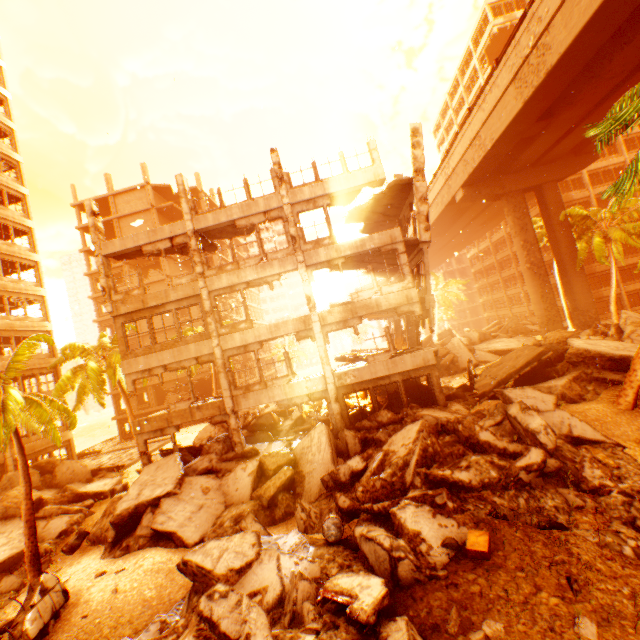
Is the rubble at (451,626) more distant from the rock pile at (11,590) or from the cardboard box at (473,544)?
the cardboard box at (473,544)

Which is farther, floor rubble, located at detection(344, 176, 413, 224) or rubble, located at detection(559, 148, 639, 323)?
floor rubble, located at detection(344, 176, 413, 224)

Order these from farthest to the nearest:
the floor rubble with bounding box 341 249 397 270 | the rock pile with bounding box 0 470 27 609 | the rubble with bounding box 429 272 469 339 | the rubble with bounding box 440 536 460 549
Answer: the rubble with bounding box 429 272 469 339, the floor rubble with bounding box 341 249 397 270, the rock pile with bounding box 0 470 27 609, the rubble with bounding box 440 536 460 549

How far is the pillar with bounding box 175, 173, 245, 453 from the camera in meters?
15.4 m

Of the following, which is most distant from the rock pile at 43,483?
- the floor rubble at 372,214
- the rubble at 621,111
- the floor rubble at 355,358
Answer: the floor rubble at 372,214

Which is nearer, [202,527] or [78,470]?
[202,527]

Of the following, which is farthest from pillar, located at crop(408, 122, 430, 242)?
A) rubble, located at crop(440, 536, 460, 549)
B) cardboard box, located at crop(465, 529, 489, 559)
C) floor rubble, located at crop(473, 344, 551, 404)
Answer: rubble, located at crop(440, 536, 460, 549)

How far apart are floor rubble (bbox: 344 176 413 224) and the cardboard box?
13.66m
